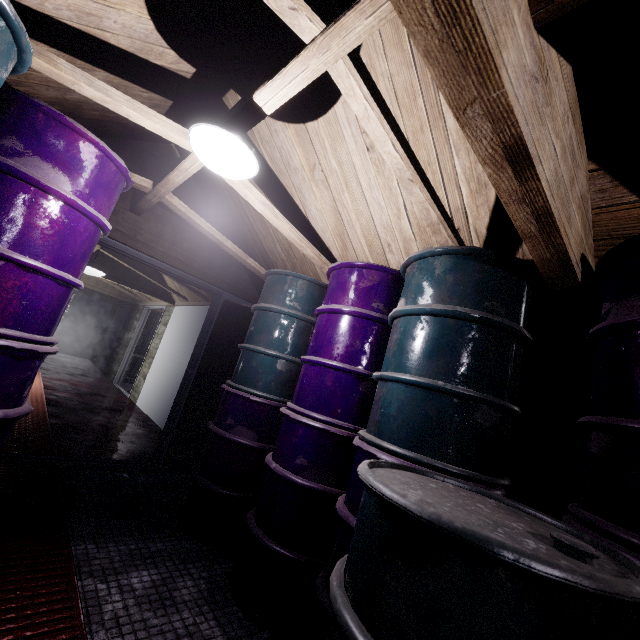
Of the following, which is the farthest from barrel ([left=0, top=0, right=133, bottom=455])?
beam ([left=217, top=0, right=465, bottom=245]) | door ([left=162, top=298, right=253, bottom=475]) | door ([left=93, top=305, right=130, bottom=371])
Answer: door ([left=93, top=305, right=130, bottom=371])

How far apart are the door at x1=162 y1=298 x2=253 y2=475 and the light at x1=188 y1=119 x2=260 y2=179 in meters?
2.0 m

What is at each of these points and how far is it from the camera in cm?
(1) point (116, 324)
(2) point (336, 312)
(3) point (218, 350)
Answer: (1) door, 990
(2) barrel, 205
(3) door, 361

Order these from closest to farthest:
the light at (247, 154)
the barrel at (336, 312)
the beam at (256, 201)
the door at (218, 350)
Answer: the barrel at (336, 312) → the light at (247, 154) → the beam at (256, 201) → the door at (218, 350)

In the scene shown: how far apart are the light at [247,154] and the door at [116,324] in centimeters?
903cm

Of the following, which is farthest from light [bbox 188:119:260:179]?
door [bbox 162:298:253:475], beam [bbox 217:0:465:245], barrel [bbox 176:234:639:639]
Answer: door [bbox 162:298:253:475]

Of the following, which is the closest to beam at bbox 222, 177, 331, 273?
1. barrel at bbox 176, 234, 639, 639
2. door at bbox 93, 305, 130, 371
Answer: barrel at bbox 176, 234, 639, 639

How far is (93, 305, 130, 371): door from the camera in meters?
9.2
